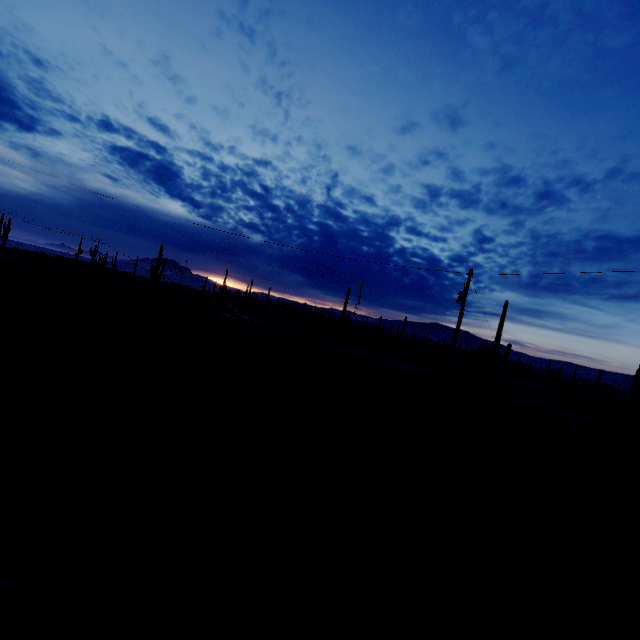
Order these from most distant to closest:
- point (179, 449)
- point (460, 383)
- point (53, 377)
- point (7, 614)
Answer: point (460, 383)
point (53, 377)
point (179, 449)
point (7, 614)
